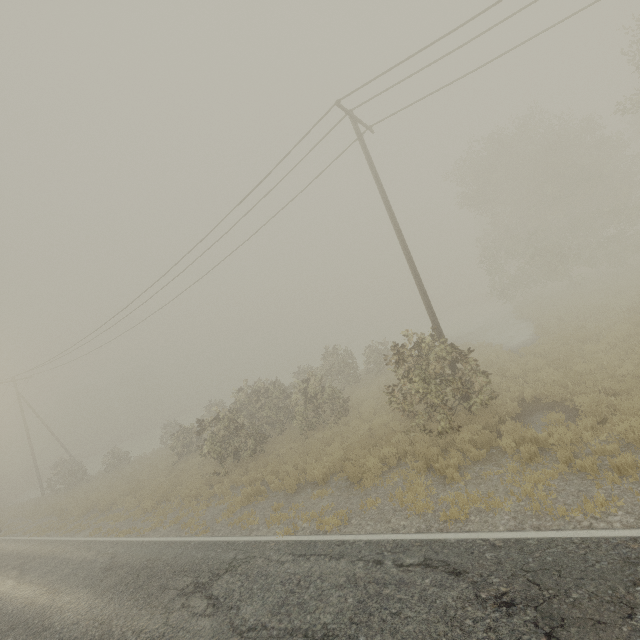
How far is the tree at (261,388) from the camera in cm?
1574

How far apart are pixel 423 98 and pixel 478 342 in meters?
14.6 m

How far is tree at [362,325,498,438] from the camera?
10.3m

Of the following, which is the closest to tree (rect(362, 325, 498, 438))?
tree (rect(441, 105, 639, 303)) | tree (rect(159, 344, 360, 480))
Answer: tree (rect(159, 344, 360, 480))

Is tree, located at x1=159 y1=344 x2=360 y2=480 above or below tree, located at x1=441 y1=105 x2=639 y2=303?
below

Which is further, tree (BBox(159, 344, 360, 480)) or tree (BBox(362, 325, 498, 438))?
tree (BBox(159, 344, 360, 480))

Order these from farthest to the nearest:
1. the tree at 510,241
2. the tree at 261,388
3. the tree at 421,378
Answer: the tree at 510,241 → the tree at 261,388 → the tree at 421,378

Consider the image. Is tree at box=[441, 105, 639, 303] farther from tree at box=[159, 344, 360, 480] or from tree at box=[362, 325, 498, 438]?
tree at box=[362, 325, 498, 438]
